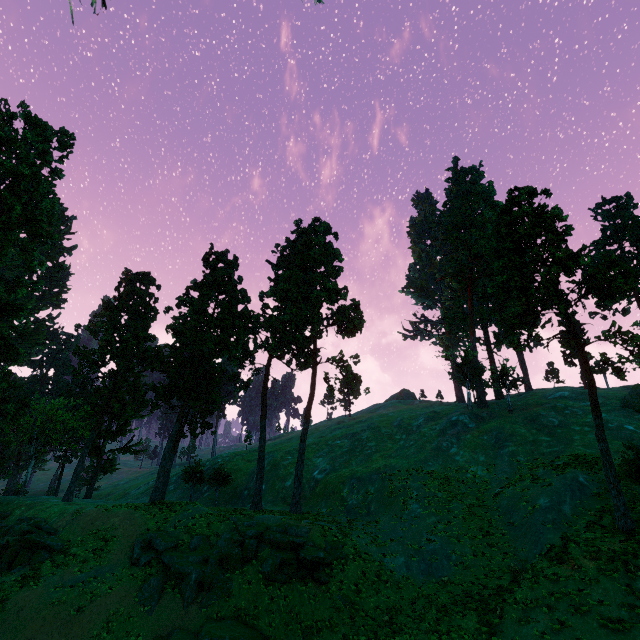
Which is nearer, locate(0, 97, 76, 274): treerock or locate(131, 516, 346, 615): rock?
locate(131, 516, 346, 615): rock

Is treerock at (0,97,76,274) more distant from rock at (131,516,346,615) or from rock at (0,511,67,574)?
rock at (131,516,346,615)

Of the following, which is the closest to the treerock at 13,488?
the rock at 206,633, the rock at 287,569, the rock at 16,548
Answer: the rock at 16,548

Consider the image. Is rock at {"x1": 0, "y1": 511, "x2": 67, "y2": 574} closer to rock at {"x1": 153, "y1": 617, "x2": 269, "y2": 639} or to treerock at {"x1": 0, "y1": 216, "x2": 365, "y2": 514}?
treerock at {"x1": 0, "y1": 216, "x2": 365, "y2": 514}

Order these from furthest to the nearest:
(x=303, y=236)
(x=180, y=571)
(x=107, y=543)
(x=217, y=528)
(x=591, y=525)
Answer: (x=303, y=236), (x=217, y=528), (x=107, y=543), (x=180, y=571), (x=591, y=525)

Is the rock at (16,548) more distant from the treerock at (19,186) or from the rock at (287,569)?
the rock at (287,569)

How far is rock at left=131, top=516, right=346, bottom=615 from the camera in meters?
21.2 m

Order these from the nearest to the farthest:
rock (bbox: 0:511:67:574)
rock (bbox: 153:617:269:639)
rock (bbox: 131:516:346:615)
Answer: rock (bbox: 153:617:269:639), rock (bbox: 131:516:346:615), rock (bbox: 0:511:67:574)
